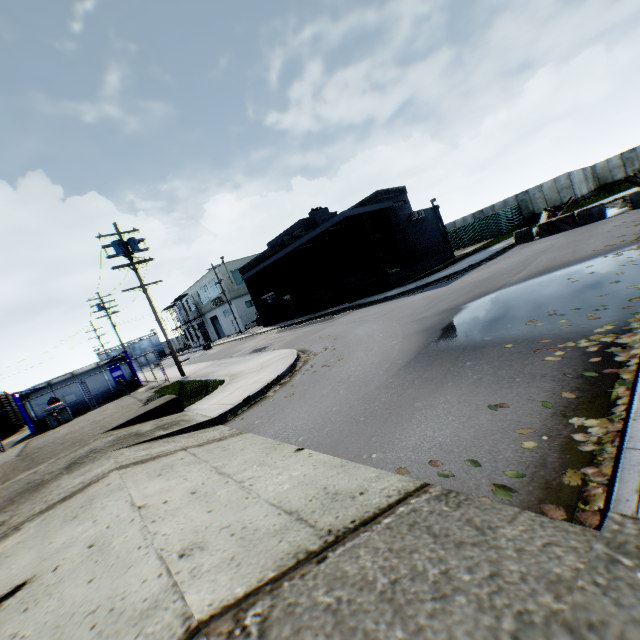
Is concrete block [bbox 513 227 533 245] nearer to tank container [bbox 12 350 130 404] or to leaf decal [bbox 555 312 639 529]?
leaf decal [bbox 555 312 639 529]

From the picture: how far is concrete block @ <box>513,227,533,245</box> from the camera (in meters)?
19.72

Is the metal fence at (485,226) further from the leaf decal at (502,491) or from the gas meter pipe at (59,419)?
the leaf decal at (502,491)

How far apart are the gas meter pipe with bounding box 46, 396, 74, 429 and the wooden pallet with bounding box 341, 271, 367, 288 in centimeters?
1938cm

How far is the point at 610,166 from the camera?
38.2 meters

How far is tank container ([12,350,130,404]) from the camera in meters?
21.2

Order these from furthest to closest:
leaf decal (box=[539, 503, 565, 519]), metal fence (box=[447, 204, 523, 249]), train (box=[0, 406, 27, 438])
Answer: metal fence (box=[447, 204, 523, 249])
train (box=[0, 406, 27, 438])
leaf decal (box=[539, 503, 565, 519])

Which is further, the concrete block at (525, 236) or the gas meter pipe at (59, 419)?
the concrete block at (525, 236)
